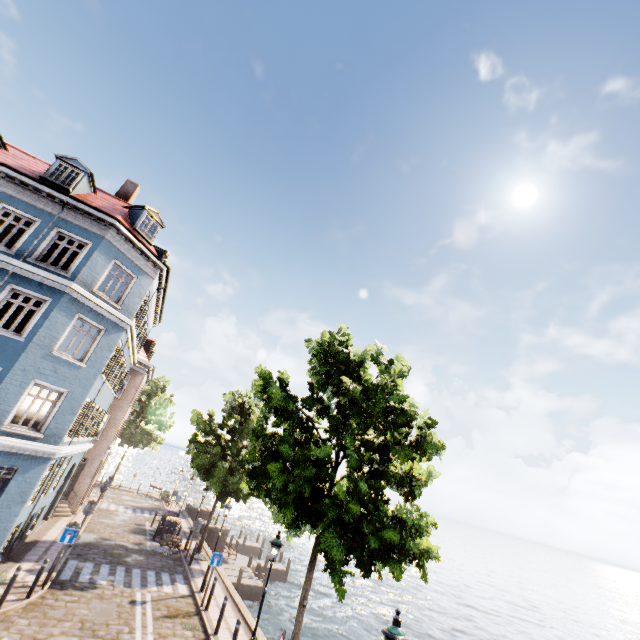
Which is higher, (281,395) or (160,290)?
(160,290)

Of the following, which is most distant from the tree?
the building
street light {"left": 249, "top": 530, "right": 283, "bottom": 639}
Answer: the building

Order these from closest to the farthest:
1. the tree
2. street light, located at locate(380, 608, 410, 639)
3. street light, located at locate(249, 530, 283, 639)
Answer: street light, located at locate(380, 608, 410, 639) < the tree < street light, located at locate(249, 530, 283, 639)

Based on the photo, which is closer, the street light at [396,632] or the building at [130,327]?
the street light at [396,632]

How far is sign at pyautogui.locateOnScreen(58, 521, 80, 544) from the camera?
12.1 meters

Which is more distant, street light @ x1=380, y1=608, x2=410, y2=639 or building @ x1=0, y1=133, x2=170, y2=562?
building @ x1=0, y1=133, x2=170, y2=562

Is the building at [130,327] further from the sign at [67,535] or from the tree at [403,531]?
the tree at [403,531]

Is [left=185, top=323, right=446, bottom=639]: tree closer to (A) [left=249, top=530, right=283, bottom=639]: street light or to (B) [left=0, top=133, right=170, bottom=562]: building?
(A) [left=249, top=530, right=283, bottom=639]: street light
